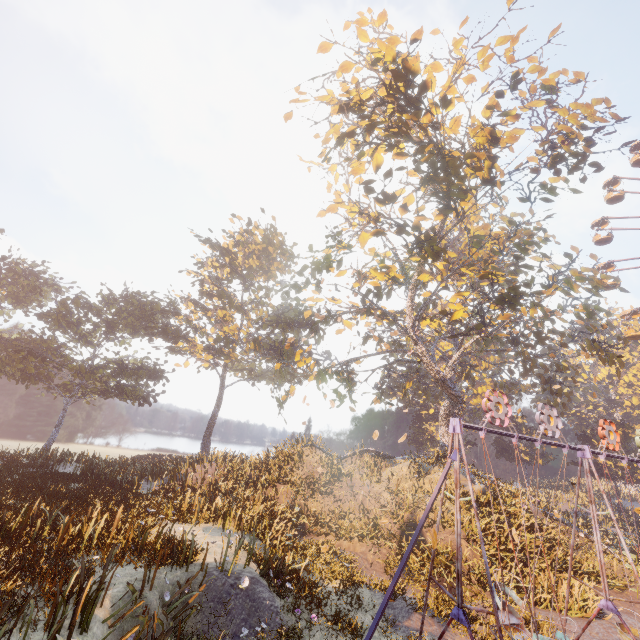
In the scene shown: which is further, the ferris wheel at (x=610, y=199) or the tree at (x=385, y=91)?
the ferris wheel at (x=610, y=199)

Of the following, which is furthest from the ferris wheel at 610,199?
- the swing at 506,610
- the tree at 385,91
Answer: the swing at 506,610

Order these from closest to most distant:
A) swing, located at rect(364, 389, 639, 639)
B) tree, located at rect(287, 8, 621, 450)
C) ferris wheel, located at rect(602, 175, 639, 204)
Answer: swing, located at rect(364, 389, 639, 639) → tree, located at rect(287, 8, 621, 450) → ferris wheel, located at rect(602, 175, 639, 204)

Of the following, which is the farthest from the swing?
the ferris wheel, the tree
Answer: the ferris wheel

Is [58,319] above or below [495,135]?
below

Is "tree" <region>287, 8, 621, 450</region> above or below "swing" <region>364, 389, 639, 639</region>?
above

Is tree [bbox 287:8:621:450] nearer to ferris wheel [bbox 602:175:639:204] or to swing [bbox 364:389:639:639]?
ferris wheel [bbox 602:175:639:204]
